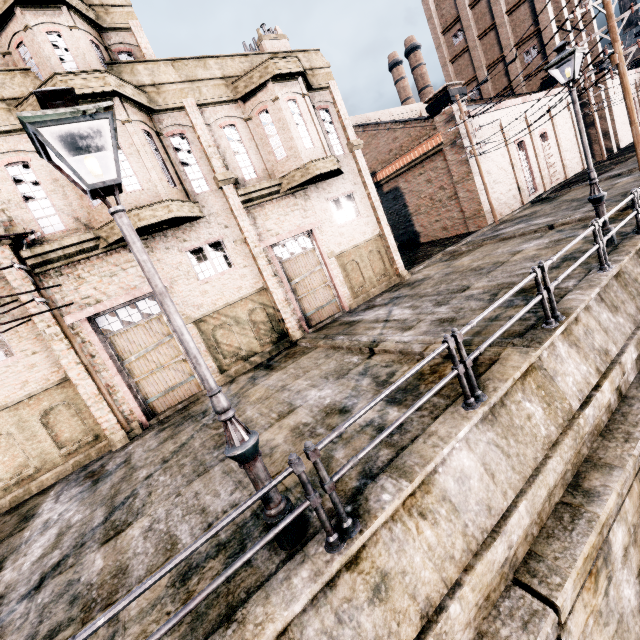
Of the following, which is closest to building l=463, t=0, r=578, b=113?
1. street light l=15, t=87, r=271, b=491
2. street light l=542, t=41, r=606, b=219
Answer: street light l=542, t=41, r=606, b=219

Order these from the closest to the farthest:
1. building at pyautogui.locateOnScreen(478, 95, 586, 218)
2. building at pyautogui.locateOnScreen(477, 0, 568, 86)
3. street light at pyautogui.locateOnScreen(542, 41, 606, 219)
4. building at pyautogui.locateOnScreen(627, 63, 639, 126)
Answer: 1. street light at pyautogui.locateOnScreen(542, 41, 606, 219)
2. building at pyautogui.locateOnScreen(478, 95, 586, 218)
3. building at pyautogui.locateOnScreen(477, 0, 568, 86)
4. building at pyautogui.locateOnScreen(627, 63, 639, 126)

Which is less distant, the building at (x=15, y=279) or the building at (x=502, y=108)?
the building at (x=15, y=279)

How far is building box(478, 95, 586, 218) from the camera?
25.6 meters

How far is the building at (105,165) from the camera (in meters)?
10.45

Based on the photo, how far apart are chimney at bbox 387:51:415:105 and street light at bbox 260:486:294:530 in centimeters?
6706cm

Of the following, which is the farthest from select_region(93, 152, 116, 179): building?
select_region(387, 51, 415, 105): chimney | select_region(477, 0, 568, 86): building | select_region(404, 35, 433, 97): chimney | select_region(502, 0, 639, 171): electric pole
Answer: select_region(404, 35, 433, 97): chimney

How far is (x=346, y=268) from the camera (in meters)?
16.95
